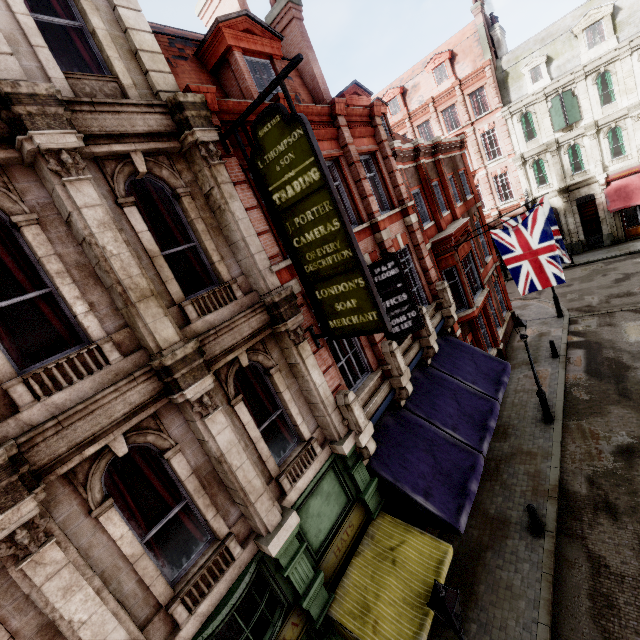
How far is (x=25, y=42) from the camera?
4.8 meters

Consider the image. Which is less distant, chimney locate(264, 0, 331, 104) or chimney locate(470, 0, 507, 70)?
chimney locate(264, 0, 331, 104)

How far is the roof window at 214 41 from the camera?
8.4m

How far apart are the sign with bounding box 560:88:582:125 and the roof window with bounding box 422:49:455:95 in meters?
8.1

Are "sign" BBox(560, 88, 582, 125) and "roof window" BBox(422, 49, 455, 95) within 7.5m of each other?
no

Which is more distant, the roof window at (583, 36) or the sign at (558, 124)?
the sign at (558, 124)

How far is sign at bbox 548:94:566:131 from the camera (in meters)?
25.08

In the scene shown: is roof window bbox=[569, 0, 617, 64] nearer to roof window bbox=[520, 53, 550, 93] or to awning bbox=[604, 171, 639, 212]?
roof window bbox=[520, 53, 550, 93]
